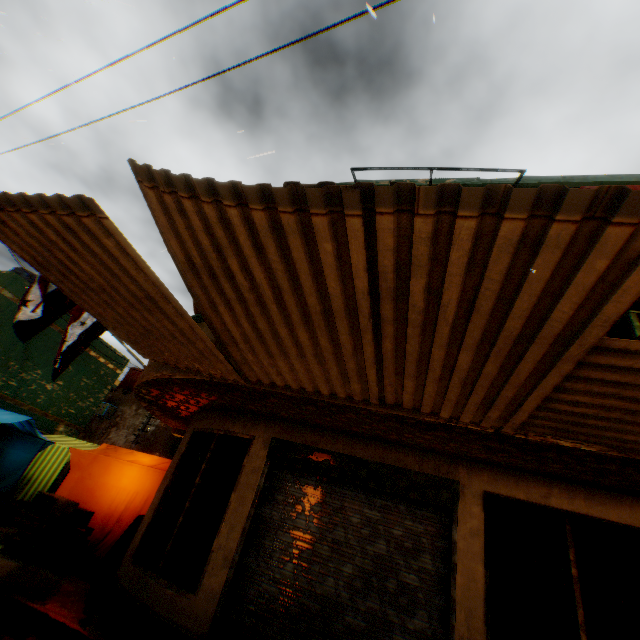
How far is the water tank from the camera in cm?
2302

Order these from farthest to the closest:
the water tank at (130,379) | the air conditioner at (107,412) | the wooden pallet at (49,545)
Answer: the water tank at (130,379) → the air conditioner at (107,412) → the wooden pallet at (49,545)

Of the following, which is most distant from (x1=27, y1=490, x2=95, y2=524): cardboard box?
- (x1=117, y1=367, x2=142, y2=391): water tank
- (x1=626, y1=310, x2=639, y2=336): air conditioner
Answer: (x1=626, y1=310, x2=639, y2=336): air conditioner

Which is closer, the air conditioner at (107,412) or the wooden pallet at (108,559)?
the wooden pallet at (108,559)

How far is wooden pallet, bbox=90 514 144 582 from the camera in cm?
632

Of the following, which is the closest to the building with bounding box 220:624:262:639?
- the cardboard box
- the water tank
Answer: the cardboard box

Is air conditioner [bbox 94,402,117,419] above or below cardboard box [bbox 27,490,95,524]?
above

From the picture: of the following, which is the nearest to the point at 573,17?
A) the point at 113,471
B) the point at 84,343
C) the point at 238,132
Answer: the point at 238,132
